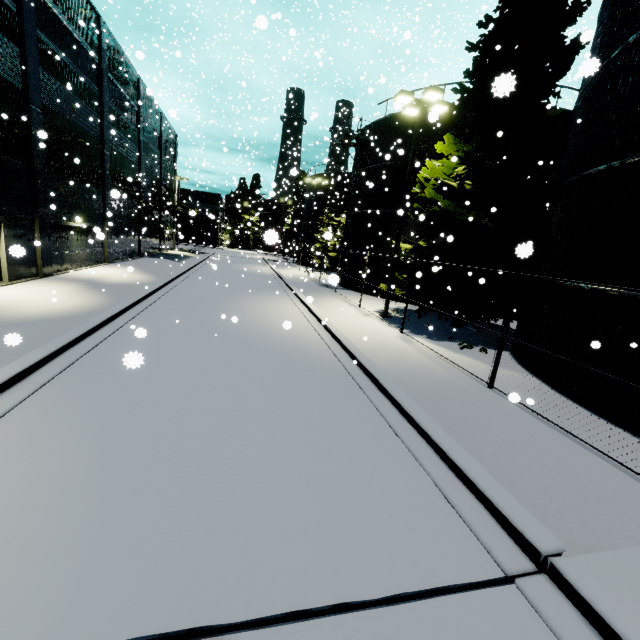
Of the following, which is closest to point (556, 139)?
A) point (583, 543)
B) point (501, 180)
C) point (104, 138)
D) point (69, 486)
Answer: point (501, 180)

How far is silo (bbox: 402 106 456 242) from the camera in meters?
19.2

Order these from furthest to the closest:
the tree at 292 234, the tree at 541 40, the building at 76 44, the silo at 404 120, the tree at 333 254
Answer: the tree at 292 234 → the tree at 333 254 → the silo at 404 120 → the building at 76 44 → the tree at 541 40

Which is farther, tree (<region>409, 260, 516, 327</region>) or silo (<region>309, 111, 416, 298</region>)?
silo (<region>309, 111, 416, 298</region>)

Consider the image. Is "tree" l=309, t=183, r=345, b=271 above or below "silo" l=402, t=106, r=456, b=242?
below

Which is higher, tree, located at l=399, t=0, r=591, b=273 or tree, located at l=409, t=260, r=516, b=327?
tree, located at l=399, t=0, r=591, b=273

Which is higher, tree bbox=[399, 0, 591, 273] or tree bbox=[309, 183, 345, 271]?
tree bbox=[399, 0, 591, 273]

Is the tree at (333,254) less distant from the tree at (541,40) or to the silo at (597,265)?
the silo at (597,265)
